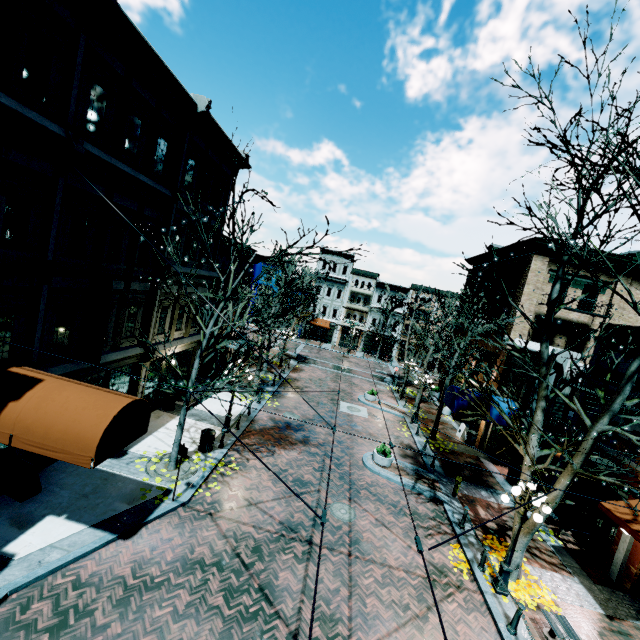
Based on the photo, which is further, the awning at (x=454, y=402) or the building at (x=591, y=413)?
the awning at (x=454, y=402)

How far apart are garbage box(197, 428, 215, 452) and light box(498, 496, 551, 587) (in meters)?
10.82

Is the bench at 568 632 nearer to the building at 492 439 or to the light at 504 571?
the light at 504 571

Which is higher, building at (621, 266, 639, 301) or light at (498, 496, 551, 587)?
building at (621, 266, 639, 301)

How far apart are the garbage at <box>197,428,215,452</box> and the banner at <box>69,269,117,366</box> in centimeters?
495cm

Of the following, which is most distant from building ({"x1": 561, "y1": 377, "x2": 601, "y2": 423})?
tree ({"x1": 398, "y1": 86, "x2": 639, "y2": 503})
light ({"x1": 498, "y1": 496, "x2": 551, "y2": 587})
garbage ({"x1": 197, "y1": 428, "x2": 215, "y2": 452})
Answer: light ({"x1": 498, "y1": 496, "x2": 551, "y2": 587})

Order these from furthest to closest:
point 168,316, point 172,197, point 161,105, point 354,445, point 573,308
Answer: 1. point 573,308
2. point 354,445
3. point 168,316
4. point 172,197
5. point 161,105

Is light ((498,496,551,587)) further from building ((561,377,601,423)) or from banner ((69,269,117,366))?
banner ((69,269,117,366))
